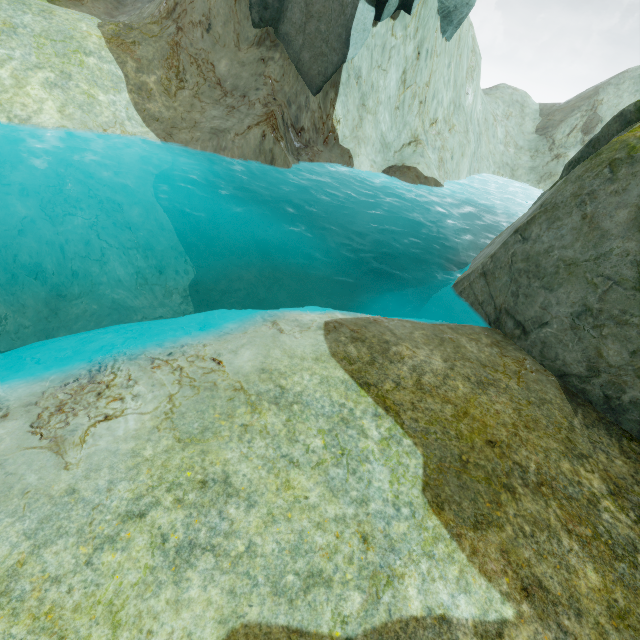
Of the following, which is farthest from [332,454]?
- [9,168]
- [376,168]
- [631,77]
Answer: [631,77]

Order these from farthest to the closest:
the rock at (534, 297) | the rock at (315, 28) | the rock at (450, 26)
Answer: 1. the rock at (450, 26)
2. the rock at (315, 28)
3. the rock at (534, 297)

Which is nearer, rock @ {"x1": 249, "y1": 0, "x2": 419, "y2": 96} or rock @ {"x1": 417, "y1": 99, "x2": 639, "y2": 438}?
rock @ {"x1": 417, "y1": 99, "x2": 639, "y2": 438}

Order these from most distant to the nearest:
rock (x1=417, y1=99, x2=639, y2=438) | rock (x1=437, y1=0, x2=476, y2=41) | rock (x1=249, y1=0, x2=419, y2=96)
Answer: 1. rock (x1=437, y1=0, x2=476, y2=41)
2. rock (x1=249, y1=0, x2=419, y2=96)
3. rock (x1=417, y1=99, x2=639, y2=438)

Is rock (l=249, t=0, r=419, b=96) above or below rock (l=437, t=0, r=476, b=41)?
below

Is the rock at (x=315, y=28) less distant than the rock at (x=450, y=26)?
Yes
